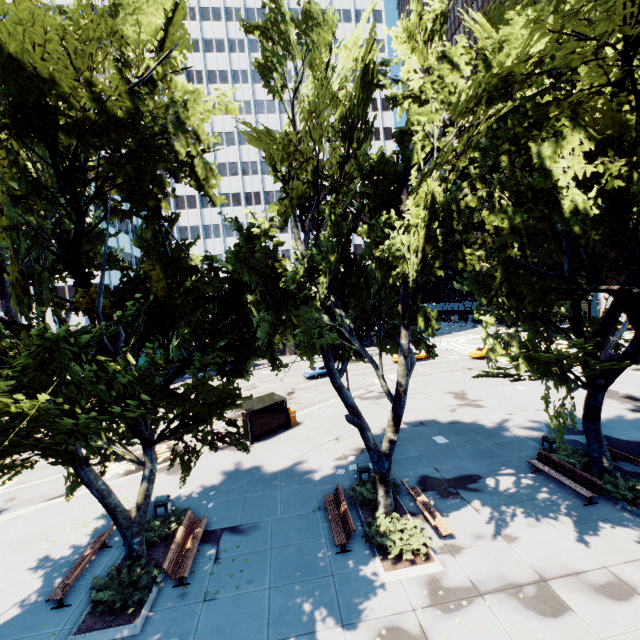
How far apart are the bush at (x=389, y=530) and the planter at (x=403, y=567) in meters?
0.2

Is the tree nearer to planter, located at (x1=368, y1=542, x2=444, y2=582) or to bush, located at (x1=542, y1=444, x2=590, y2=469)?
bush, located at (x1=542, y1=444, x2=590, y2=469)

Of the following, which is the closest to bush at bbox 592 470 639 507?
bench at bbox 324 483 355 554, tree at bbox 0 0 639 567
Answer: tree at bbox 0 0 639 567

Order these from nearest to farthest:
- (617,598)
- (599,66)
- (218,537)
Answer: (599,66)
(617,598)
(218,537)

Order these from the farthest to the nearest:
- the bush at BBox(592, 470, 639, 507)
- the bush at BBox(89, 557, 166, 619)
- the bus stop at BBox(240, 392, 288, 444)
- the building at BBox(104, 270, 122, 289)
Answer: the building at BBox(104, 270, 122, 289)
the bus stop at BBox(240, 392, 288, 444)
the bush at BBox(592, 470, 639, 507)
the bush at BBox(89, 557, 166, 619)

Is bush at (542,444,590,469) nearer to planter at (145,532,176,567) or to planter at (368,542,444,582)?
planter at (368,542,444,582)

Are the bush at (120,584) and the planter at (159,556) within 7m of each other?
yes

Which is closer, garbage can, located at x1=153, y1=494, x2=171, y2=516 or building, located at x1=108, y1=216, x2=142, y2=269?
garbage can, located at x1=153, y1=494, x2=171, y2=516
